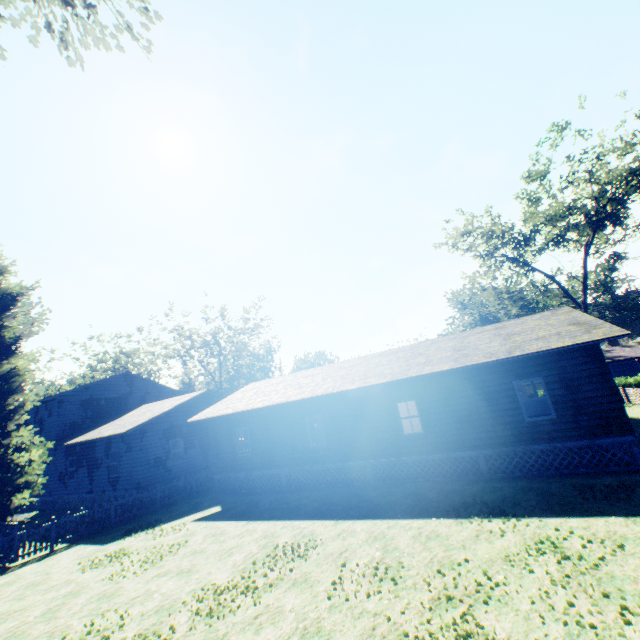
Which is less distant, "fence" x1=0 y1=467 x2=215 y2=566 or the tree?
"fence" x1=0 y1=467 x2=215 y2=566

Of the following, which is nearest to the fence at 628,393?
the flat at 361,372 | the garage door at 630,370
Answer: the flat at 361,372

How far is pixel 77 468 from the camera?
22.23m

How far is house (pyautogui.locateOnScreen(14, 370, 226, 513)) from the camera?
19.91m

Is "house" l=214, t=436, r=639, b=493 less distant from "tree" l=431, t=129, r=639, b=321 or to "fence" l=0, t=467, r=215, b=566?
"fence" l=0, t=467, r=215, b=566

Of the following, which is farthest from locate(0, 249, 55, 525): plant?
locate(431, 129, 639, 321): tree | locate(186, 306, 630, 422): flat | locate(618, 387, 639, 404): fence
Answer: locate(186, 306, 630, 422): flat

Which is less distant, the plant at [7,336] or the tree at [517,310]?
A: the plant at [7,336]

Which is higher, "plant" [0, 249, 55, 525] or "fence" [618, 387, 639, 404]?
"plant" [0, 249, 55, 525]
